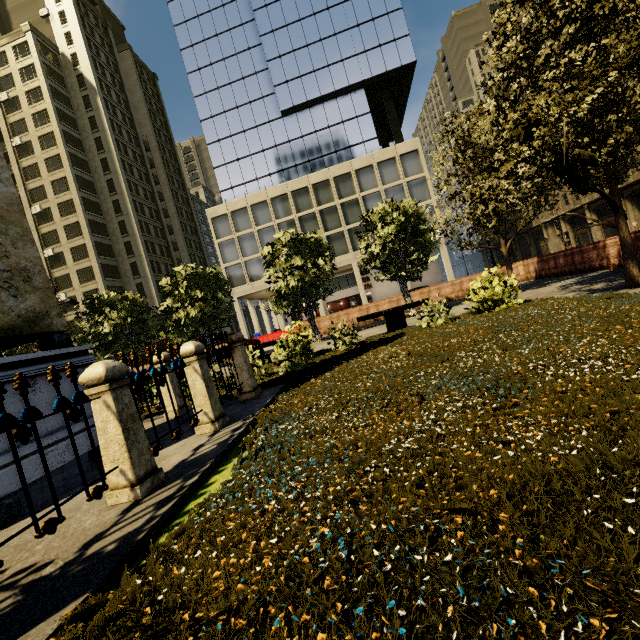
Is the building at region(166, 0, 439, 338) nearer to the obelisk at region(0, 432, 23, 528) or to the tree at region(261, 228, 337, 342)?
the tree at region(261, 228, 337, 342)

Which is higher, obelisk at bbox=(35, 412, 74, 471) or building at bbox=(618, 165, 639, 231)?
building at bbox=(618, 165, 639, 231)

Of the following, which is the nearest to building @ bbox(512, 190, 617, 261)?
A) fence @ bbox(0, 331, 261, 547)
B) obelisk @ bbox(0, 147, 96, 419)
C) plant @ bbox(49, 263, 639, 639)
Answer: Answer: plant @ bbox(49, 263, 639, 639)

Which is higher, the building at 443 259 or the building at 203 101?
the building at 203 101

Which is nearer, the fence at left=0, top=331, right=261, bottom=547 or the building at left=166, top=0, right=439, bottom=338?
the fence at left=0, top=331, right=261, bottom=547

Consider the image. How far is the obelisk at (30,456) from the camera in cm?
372

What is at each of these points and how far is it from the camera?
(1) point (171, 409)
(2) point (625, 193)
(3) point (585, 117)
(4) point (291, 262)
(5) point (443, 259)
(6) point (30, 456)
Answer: (1) fence, 6.74m
(2) building, 33.88m
(3) tree, 5.83m
(4) tree, 15.41m
(5) building, 35.03m
(6) obelisk, 3.81m
